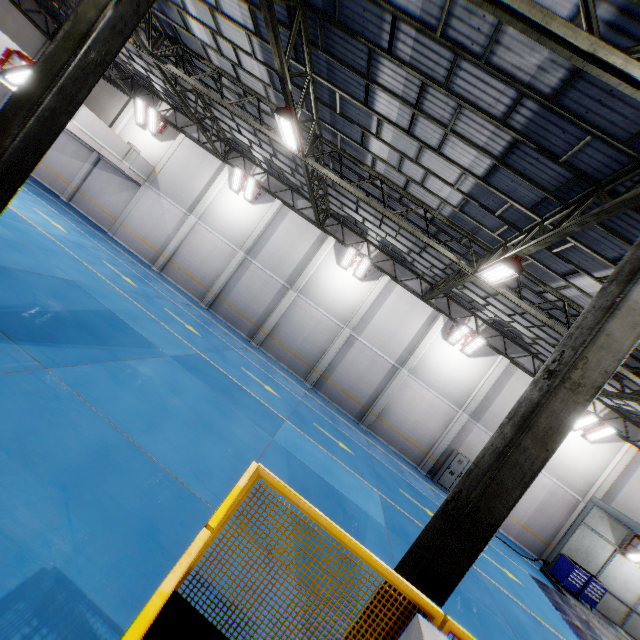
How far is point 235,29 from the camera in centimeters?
969cm

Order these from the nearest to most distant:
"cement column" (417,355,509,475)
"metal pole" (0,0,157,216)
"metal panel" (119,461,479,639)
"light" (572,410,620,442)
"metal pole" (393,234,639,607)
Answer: "metal panel" (119,461,479,639), "metal pole" (393,234,639,607), "metal pole" (0,0,157,216), "light" (572,410,620,442), "cement column" (417,355,509,475)

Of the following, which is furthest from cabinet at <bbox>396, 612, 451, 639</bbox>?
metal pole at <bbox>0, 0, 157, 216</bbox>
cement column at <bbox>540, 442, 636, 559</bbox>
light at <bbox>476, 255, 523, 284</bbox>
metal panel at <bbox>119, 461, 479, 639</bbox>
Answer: cement column at <bbox>540, 442, 636, 559</bbox>

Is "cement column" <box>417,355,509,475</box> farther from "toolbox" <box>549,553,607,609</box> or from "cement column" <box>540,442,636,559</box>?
"cement column" <box>540,442,636,559</box>

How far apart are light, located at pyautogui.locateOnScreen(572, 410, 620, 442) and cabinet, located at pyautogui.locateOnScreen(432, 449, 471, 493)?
5.10m

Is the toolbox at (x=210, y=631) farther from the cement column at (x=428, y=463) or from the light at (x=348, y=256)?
the cement column at (x=428, y=463)

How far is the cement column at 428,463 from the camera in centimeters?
1795cm

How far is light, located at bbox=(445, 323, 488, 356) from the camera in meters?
17.3
